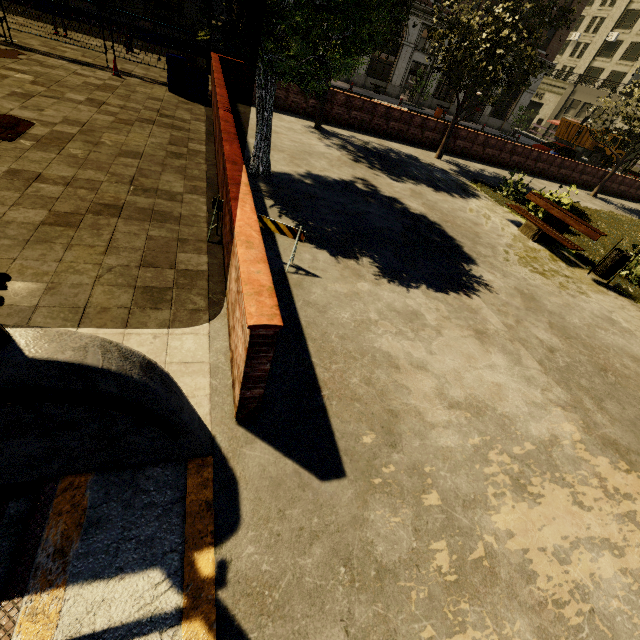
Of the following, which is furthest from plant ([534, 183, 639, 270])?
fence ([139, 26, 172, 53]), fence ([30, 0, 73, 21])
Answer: fence ([30, 0, 73, 21])

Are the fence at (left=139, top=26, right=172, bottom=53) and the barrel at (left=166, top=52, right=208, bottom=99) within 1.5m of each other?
yes

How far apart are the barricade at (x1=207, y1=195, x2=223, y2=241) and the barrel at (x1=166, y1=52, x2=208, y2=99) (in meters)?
8.72

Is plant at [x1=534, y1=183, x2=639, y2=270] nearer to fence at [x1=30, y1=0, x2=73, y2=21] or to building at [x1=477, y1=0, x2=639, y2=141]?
fence at [x1=30, y1=0, x2=73, y2=21]

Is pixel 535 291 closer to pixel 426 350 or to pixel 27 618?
pixel 426 350

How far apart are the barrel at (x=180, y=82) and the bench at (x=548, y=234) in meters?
10.7 m

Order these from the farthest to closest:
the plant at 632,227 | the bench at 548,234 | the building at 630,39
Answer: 1. the building at 630,39
2. the plant at 632,227
3. the bench at 548,234

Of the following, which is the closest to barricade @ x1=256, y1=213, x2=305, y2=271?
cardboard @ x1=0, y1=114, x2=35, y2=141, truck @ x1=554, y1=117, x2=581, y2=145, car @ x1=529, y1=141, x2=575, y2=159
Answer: cardboard @ x1=0, y1=114, x2=35, y2=141
